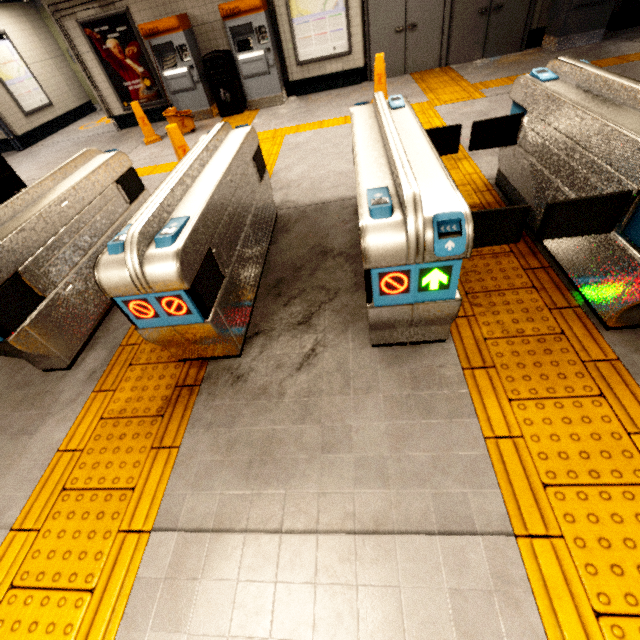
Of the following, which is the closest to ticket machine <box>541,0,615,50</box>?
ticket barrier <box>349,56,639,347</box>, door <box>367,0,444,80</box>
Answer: door <box>367,0,444,80</box>

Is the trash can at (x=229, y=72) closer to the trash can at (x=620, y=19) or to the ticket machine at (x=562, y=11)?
the ticket machine at (x=562, y=11)

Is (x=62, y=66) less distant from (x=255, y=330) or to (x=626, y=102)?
(x=255, y=330)

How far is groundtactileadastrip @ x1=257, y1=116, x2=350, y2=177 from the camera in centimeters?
526cm

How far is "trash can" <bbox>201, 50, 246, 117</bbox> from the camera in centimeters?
702cm

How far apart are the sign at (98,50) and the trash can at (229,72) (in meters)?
1.49

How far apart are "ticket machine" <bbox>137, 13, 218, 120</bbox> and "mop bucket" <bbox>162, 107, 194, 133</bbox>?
0.7 meters
